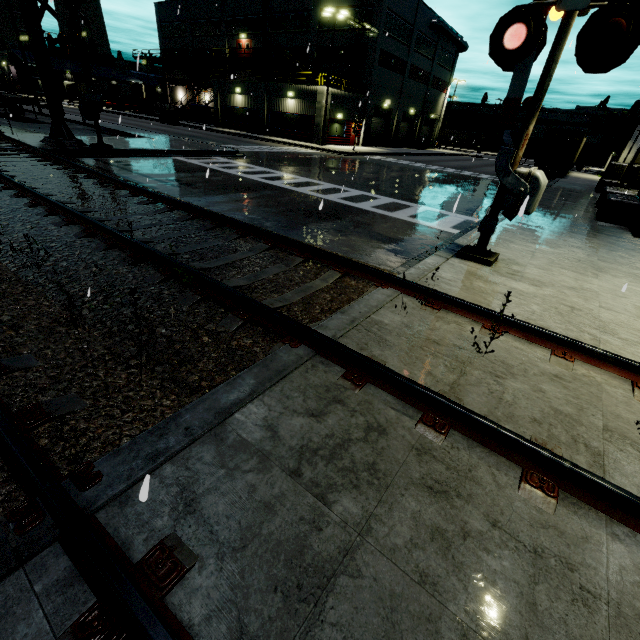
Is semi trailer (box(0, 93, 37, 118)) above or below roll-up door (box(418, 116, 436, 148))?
below

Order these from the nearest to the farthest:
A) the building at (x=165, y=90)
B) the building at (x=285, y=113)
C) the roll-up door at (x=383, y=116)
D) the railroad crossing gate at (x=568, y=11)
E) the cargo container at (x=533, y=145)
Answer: the railroad crossing gate at (x=568, y=11) < the building at (x=285, y=113) < the roll-up door at (x=383, y=116) < the cargo container at (x=533, y=145) < the building at (x=165, y=90)

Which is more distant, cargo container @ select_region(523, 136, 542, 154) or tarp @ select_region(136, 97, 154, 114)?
tarp @ select_region(136, 97, 154, 114)

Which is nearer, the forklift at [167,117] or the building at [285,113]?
the building at [285,113]

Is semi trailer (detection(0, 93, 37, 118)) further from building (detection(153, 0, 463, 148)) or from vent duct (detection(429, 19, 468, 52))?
vent duct (detection(429, 19, 468, 52))

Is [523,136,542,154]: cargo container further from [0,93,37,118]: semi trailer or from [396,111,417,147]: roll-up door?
[0,93,37,118]: semi trailer

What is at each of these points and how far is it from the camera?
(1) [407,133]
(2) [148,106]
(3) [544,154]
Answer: (1) roll-up door, 47.3 meters
(2) tarp, 46.8 meters
(3) semi trailer, 33.8 meters

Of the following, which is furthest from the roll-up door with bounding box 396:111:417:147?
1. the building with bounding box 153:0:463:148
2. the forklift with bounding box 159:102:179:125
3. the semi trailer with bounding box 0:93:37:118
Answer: the forklift with bounding box 159:102:179:125
